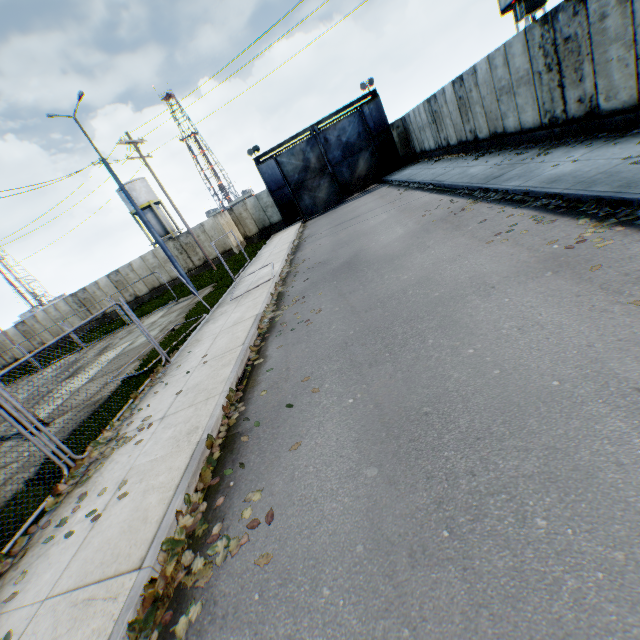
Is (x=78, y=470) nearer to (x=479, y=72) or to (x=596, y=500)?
(x=596, y=500)

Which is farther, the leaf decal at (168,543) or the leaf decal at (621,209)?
the leaf decal at (621,209)

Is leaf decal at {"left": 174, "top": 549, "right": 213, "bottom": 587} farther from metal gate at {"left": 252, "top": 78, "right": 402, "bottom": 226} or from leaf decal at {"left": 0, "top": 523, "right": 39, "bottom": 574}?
metal gate at {"left": 252, "top": 78, "right": 402, "bottom": 226}

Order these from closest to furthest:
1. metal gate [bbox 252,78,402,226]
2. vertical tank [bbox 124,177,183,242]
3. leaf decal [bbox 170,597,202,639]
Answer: leaf decal [bbox 170,597,202,639]
metal gate [bbox 252,78,402,226]
vertical tank [bbox 124,177,183,242]

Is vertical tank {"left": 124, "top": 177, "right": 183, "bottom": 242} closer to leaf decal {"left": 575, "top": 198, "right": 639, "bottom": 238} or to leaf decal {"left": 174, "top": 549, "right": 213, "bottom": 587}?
leaf decal {"left": 174, "top": 549, "right": 213, "bottom": 587}

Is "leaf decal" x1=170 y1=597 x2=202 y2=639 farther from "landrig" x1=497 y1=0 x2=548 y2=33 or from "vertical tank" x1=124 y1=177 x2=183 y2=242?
"vertical tank" x1=124 y1=177 x2=183 y2=242

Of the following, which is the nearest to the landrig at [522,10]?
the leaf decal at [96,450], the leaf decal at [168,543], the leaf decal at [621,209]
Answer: the leaf decal at [621,209]

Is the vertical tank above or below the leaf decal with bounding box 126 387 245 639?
above
